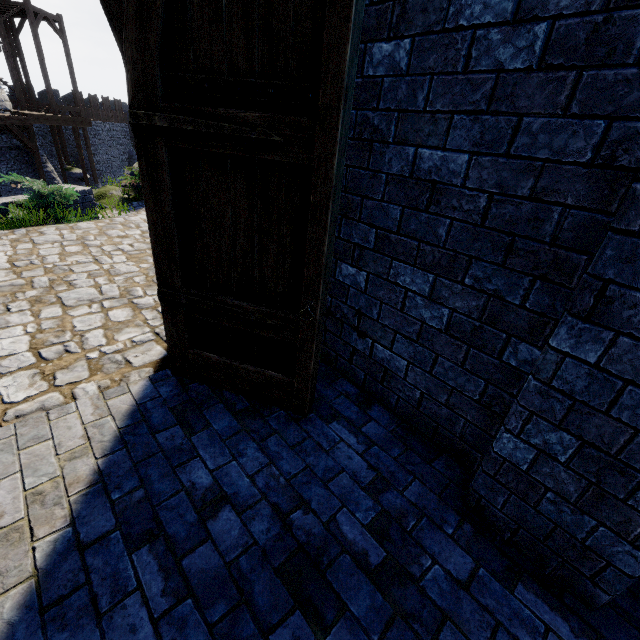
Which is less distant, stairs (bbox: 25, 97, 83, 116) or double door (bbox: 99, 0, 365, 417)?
double door (bbox: 99, 0, 365, 417)

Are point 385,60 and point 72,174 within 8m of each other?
no

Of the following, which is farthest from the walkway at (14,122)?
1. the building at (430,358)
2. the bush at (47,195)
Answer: the building at (430,358)

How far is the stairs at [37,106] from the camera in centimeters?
2464cm

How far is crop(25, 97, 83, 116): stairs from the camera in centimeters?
2464cm

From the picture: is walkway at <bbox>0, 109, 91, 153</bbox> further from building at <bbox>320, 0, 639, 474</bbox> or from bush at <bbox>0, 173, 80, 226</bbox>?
building at <bbox>320, 0, 639, 474</bbox>

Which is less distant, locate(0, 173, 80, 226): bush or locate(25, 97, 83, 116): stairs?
locate(0, 173, 80, 226): bush

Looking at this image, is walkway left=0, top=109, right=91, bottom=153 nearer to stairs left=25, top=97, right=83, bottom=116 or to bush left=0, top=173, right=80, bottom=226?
stairs left=25, top=97, right=83, bottom=116
